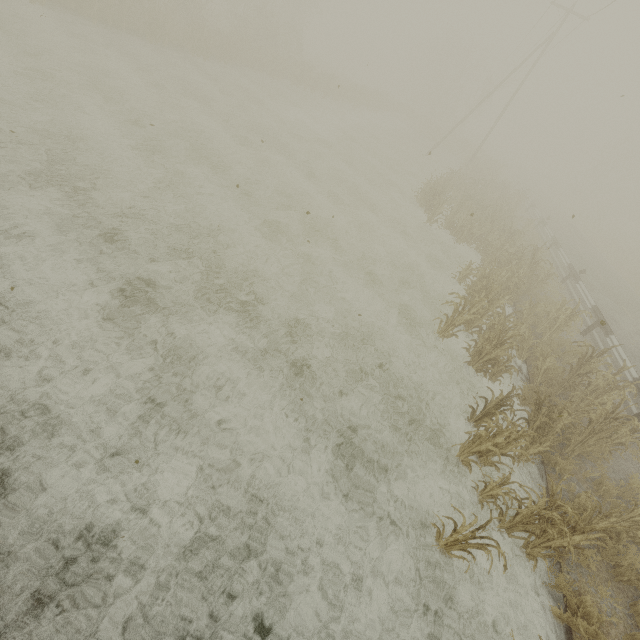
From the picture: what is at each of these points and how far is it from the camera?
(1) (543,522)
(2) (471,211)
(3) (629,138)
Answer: (1) tree, 5.8m
(2) tree, 15.6m
(3) tree, 42.8m

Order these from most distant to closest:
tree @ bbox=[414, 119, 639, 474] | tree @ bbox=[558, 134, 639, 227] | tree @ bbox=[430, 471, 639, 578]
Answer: tree @ bbox=[558, 134, 639, 227]
tree @ bbox=[414, 119, 639, 474]
tree @ bbox=[430, 471, 639, 578]

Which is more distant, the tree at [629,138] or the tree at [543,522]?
the tree at [629,138]

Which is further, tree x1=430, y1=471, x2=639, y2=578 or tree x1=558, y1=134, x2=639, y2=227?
tree x1=558, y1=134, x2=639, y2=227

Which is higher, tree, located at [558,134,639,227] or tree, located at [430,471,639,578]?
tree, located at [558,134,639,227]

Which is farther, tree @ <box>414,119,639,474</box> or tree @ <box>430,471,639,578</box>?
tree @ <box>414,119,639,474</box>

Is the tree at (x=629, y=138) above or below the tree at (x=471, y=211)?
above
